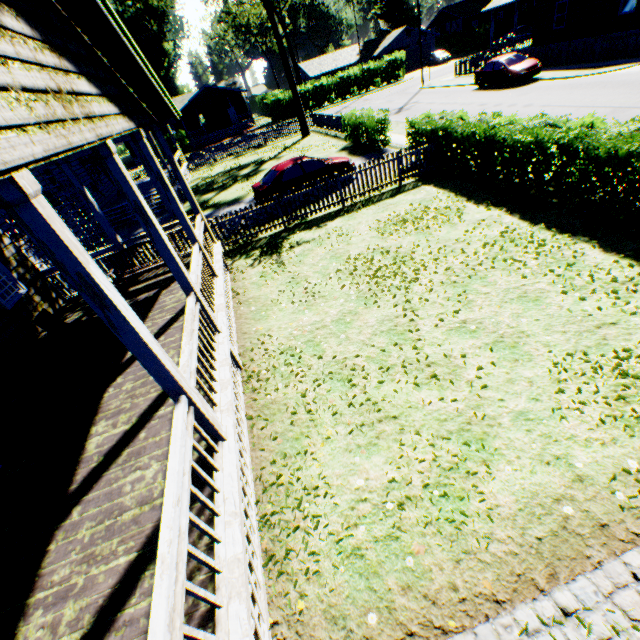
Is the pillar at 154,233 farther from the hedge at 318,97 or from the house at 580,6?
the hedge at 318,97

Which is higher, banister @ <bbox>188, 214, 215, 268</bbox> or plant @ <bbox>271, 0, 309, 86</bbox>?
plant @ <bbox>271, 0, 309, 86</bbox>

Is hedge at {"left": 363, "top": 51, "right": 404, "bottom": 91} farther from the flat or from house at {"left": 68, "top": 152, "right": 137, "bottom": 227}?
the flat

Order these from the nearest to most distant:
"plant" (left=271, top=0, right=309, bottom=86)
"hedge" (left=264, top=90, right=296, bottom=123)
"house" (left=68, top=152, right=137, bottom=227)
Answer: "house" (left=68, top=152, right=137, bottom=227) → "hedge" (left=264, top=90, right=296, bottom=123) → "plant" (left=271, top=0, right=309, bottom=86)

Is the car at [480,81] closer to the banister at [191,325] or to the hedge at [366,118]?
the hedge at [366,118]

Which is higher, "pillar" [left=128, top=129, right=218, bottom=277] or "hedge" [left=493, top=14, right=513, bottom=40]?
"pillar" [left=128, top=129, right=218, bottom=277]

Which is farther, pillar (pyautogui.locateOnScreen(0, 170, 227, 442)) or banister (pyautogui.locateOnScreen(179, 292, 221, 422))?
banister (pyautogui.locateOnScreen(179, 292, 221, 422))

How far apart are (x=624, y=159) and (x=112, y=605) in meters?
11.1
